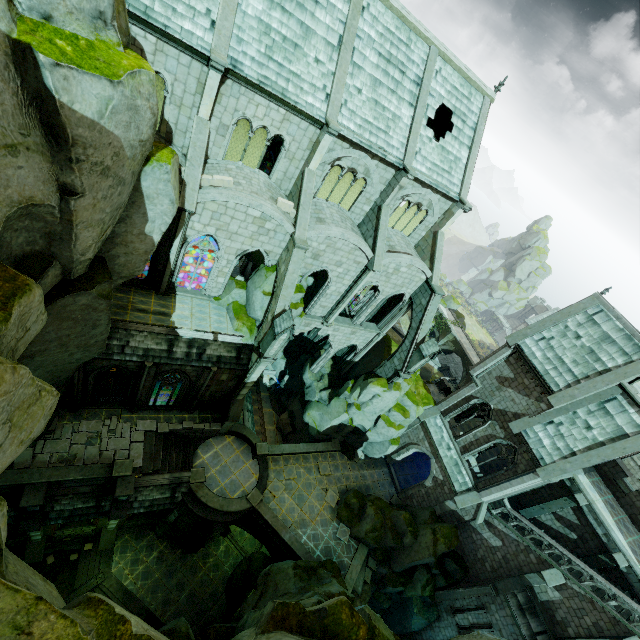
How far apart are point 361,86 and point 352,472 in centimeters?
2857cm

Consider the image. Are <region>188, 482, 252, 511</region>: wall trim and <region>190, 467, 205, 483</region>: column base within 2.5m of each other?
yes

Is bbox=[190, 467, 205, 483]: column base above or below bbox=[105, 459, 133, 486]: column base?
below

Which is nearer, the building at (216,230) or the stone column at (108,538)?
the building at (216,230)

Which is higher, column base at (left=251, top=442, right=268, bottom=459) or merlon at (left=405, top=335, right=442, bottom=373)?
merlon at (left=405, top=335, right=442, bottom=373)

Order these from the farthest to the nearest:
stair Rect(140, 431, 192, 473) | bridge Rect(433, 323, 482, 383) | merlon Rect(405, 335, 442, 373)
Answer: bridge Rect(433, 323, 482, 383) → merlon Rect(405, 335, 442, 373) → stair Rect(140, 431, 192, 473)

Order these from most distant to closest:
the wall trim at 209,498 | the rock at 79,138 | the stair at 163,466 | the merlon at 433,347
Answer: the merlon at 433,347
the wall trim at 209,498
the stair at 163,466
the rock at 79,138

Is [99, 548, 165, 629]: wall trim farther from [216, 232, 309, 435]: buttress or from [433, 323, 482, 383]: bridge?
[433, 323, 482, 383]: bridge
